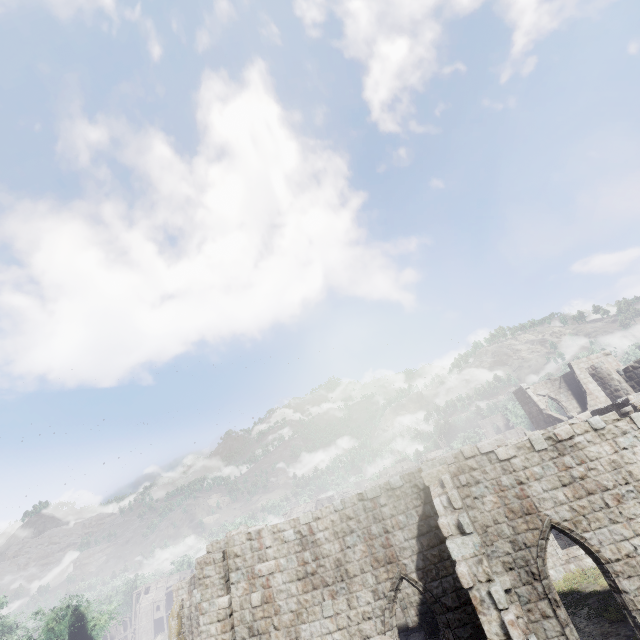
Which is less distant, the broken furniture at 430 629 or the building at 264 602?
the building at 264 602

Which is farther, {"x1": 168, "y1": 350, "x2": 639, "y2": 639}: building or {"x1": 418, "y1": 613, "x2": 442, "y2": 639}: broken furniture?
{"x1": 418, "y1": 613, "x2": 442, "y2": 639}: broken furniture

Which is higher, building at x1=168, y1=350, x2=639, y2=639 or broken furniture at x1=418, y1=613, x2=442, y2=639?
building at x1=168, y1=350, x2=639, y2=639

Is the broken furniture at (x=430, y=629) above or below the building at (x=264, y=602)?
below

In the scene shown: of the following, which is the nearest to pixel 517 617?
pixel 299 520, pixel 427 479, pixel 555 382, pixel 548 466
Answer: pixel 548 466
